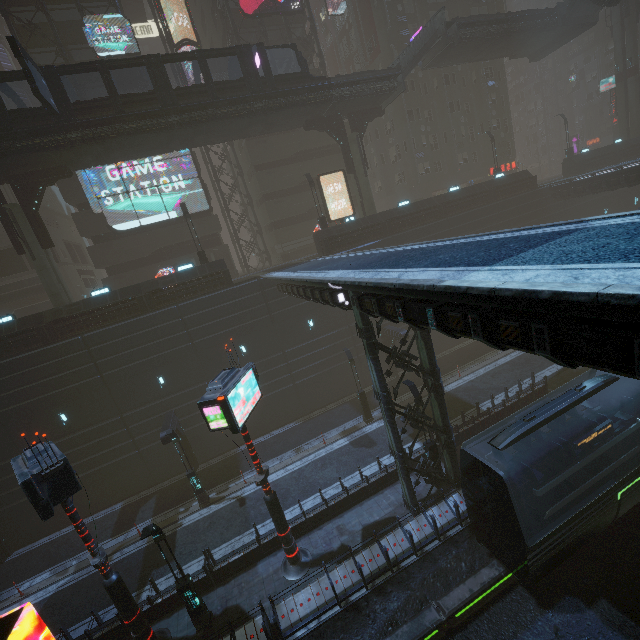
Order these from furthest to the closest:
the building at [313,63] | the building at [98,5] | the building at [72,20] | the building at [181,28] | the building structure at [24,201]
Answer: the building at [313,63]
the building at [181,28]
the building at [98,5]
the building at [72,20]
the building structure at [24,201]

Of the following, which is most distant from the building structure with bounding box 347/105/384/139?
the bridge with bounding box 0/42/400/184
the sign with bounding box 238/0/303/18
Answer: the sign with bounding box 238/0/303/18

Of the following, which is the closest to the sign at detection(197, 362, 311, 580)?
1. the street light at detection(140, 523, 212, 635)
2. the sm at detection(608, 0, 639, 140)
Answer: the street light at detection(140, 523, 212, 635)

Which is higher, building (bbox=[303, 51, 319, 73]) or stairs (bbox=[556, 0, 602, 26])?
building (bbox=[303, 51, 319, 73])

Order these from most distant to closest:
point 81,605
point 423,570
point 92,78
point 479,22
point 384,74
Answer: point 92,78, point 479,22, point 384,74, point 81,605, point 423,570

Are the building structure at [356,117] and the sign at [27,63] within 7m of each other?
no

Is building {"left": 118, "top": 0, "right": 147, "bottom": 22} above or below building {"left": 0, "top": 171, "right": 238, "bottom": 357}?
above

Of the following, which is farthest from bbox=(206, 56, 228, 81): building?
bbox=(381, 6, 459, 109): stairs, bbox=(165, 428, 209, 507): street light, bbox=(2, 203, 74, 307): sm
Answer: bbox=(381, 6, 459, 109): stairs
